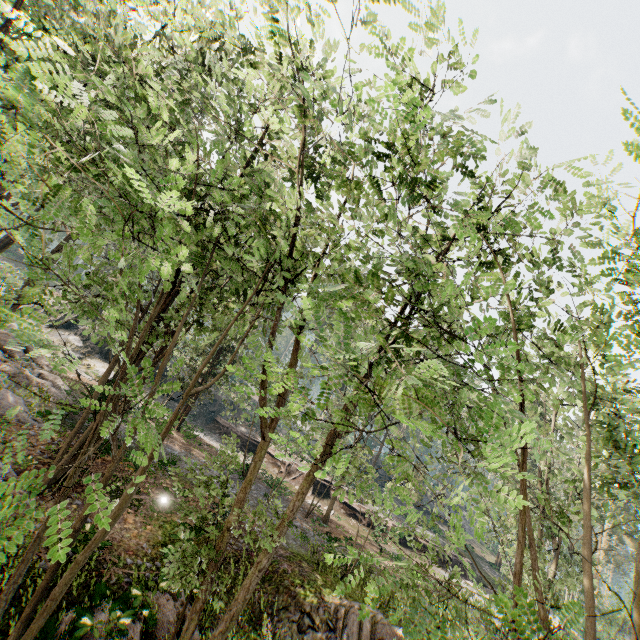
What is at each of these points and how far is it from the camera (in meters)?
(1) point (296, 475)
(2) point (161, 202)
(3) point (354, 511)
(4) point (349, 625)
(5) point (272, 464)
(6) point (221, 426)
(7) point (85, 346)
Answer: (1) ground embankment, 32.12
(2) foliage, 2.93
(3) ground embankment, 30.59
(4) rock, 11.20
(5) ground embankment, 33.12
(6) ground embankment, 37.69
(7) rock, 33.09

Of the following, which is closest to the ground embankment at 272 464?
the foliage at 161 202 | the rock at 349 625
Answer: the foliage at 161 202

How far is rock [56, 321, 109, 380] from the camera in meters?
30.8

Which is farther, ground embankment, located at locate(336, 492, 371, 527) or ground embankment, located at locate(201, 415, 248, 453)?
ground embankment, located at locate(201, 415, 248, 453)

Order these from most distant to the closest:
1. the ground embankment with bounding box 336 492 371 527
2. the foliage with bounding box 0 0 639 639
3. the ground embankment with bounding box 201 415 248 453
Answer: the ground embankment with bounding box 201 415 248 453, the ground embankment with bounding box 336 492 371 527, the foliage with bounding box 0 0 639 639

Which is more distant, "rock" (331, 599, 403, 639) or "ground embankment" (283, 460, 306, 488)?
"ground embankment" (283, 460, 306, 488)

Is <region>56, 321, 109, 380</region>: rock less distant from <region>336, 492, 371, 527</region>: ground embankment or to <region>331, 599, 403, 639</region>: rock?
<region>336, 492, 371, 527</region>: ground embankment

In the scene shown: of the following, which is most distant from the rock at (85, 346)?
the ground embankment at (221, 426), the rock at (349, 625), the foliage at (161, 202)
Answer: the rock at (349, 625)
